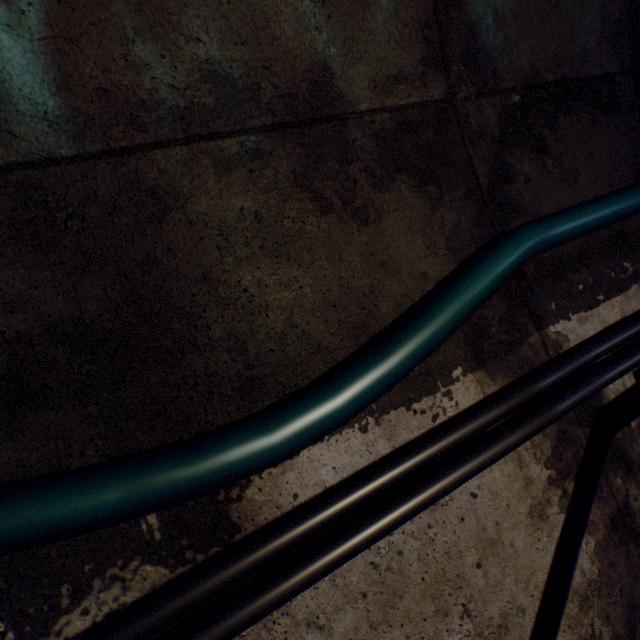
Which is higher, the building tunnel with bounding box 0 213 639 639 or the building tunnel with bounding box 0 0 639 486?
the building tunnel with bounding box 0 0 639 486

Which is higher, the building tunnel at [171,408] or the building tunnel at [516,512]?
the building tunnel at [171,408]

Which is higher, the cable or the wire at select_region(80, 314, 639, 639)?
the cable

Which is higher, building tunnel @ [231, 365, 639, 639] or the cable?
the cable

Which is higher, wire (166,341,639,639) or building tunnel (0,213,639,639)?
building tunnel (0,213,639,639)

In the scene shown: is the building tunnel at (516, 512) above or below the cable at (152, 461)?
below

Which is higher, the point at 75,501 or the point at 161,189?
the point at 161,189
